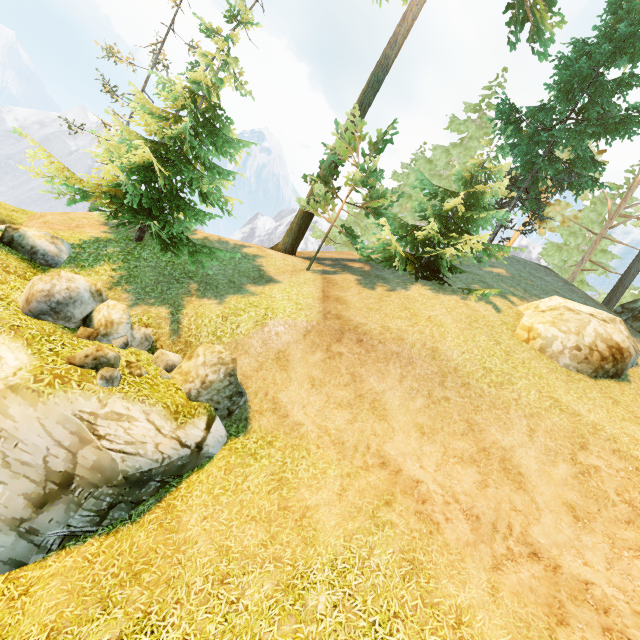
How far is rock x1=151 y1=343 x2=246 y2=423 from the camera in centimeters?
952cm

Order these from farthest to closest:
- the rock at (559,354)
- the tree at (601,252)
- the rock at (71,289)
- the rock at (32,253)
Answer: the tree at (601,252), the rock at (32,253), the rock at (559,354), the rock at (71,289)

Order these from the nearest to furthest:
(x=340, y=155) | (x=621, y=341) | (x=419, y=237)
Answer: (x=621, y=341) → (x=419, y=237) → (x=340, y=155)

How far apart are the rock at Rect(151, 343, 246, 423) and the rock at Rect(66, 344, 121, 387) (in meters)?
1.52

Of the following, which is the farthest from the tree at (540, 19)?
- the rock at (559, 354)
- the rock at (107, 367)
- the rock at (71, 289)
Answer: the rock at (559, 354)

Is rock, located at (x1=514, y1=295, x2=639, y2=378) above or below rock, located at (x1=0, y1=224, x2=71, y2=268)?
above

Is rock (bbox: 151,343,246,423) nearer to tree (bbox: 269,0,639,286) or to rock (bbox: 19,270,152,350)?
rock (bbox: 19,270,152,350)

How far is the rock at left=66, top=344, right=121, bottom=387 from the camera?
7.7 meters
